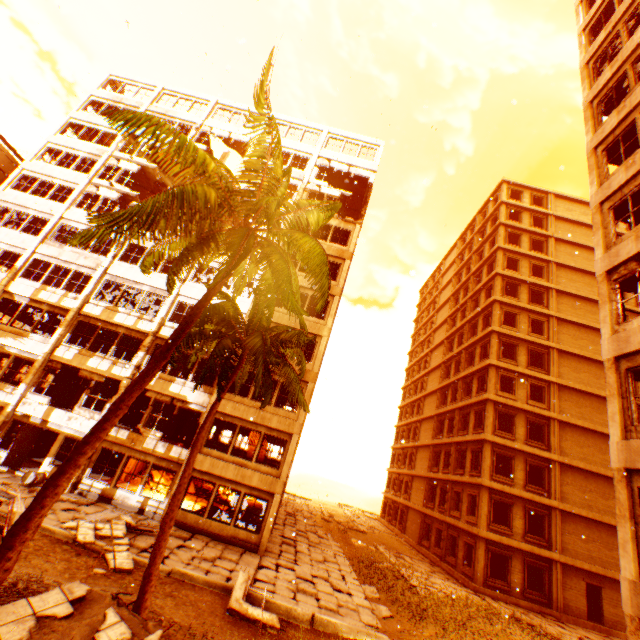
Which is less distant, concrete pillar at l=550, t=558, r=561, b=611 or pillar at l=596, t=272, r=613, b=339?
pillar at l=596, t=272, r=613, b=339

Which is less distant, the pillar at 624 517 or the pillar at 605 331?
the pillar at 624 517

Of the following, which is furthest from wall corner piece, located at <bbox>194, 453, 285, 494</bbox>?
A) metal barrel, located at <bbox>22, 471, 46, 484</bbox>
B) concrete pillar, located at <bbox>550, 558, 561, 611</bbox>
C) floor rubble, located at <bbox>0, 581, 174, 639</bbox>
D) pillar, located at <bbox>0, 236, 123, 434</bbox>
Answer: concrete pillar, located at <bbox>550, 558, 561, 611</bbox>

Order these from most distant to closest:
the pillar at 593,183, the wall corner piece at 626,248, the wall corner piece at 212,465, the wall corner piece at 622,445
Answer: the wall corner piece at 212,465, the pillar at 593,183, the wall corner piece at 626,248, the wall corner piece at 622,445

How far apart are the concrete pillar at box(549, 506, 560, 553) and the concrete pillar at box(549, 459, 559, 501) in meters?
0.4

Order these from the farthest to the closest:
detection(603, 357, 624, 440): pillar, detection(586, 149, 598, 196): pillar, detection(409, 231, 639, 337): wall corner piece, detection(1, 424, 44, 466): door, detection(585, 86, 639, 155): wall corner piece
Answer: detection(1, 424, 44, 466): door → detection(586, 149, 598, 196): pillar → detection(585, 86, 639, 155): wall corner piece → detection(409, 231, 639, 337): wall corner piece → detection(603, 357, 624, 440): pillar

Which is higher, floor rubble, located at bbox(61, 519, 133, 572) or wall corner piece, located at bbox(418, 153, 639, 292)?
wall corner piece, located at bbox(418, 153, 639, 292)

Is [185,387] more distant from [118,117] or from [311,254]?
[118,117]
